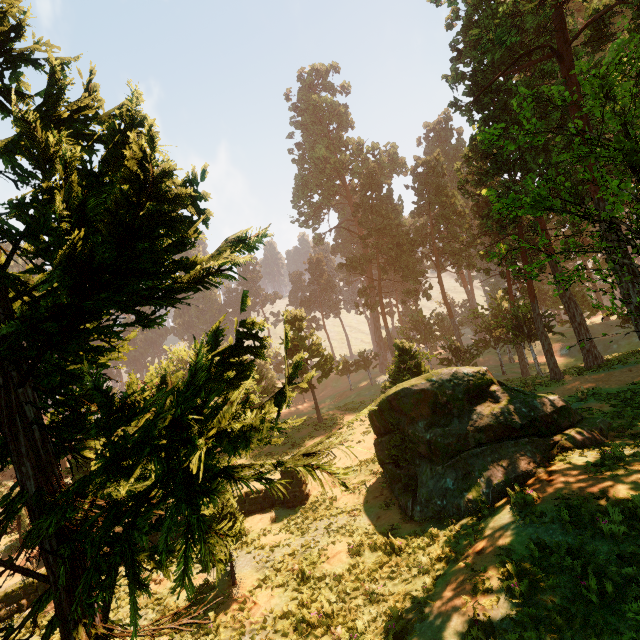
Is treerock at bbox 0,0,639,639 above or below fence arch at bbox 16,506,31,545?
above

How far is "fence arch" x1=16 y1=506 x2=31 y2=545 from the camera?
18.1m

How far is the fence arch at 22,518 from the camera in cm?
1815

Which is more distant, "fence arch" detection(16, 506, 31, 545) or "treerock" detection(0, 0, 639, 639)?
"fence arch" detection(16, 506, 31, 545)

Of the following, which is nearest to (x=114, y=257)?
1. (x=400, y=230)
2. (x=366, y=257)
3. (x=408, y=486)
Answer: (x=408, y=486)

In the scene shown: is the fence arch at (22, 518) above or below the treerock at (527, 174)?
below
